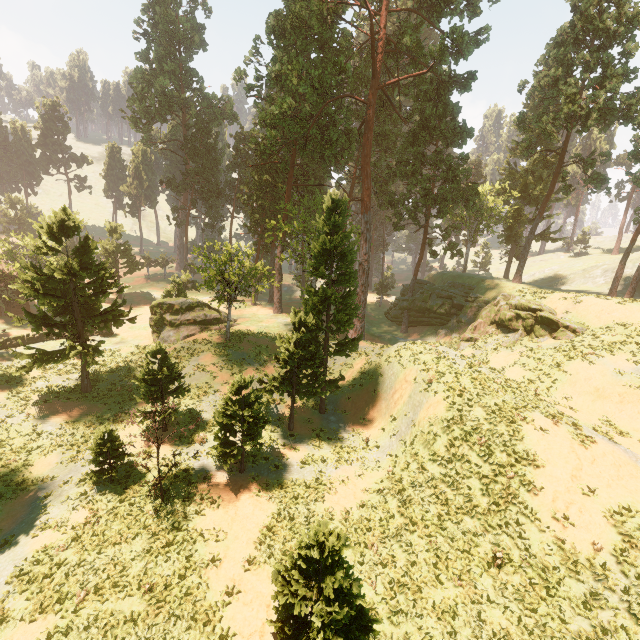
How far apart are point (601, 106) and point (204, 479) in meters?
42.8 m

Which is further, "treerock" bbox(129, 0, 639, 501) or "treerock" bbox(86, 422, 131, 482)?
"treerock" bbox(129, 0, 639, 501)

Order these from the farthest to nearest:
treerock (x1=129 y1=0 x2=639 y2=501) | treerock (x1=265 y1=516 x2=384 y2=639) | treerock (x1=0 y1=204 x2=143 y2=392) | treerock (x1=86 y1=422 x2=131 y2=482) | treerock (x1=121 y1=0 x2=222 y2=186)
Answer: treerock (x1=121 y1=0 x2=222 y2=186), treerock (x1=129 y1=0 x2=639 y2=501), treerock (x1=0 y1=204 x2=143 y2=392), treerock (x1=86 y1=422 x2=131 y2=482), treerock (x1=265 y1=516 x2=384 y2=639)

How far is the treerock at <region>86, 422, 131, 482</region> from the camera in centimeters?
1620cm

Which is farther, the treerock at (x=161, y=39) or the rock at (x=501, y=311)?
the treerock at (x=161, y=39)

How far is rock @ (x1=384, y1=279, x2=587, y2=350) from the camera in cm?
2605

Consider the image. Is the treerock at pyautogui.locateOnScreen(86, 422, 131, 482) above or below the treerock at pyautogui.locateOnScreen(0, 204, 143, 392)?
below
